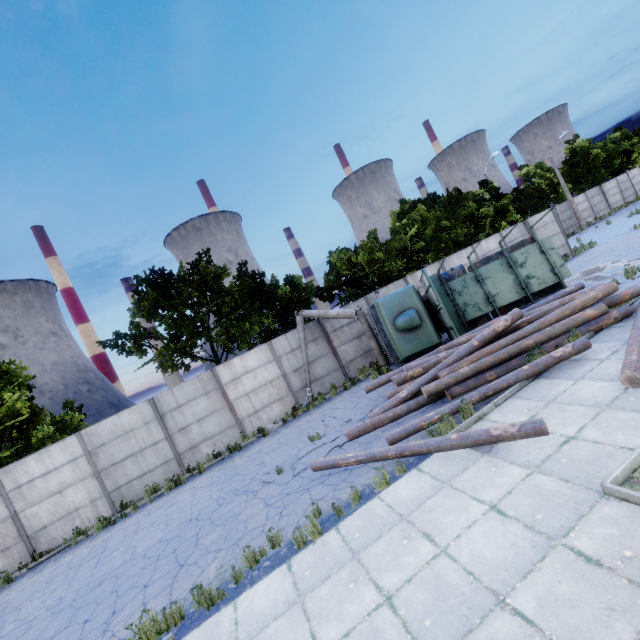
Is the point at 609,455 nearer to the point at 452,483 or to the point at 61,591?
the point at 452,483

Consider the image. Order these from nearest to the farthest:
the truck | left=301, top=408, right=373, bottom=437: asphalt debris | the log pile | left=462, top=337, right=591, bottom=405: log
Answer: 1. left=462, top=337, right=591, bottom=405: log
2. the log pile
3. left=301, top=408, right=373, bottom=437: asphalt debris
4. the truck

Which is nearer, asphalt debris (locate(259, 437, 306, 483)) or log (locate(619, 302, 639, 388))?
log (locate(619, 302, 639, 388))

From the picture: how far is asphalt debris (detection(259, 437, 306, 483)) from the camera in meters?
9.3

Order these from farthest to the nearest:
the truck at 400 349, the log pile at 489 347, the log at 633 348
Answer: the truck at 400 349, the log pile at 489 347, the log at 633 348

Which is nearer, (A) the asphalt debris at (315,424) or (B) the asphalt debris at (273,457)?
(B) the asphalt debris at (273,457)

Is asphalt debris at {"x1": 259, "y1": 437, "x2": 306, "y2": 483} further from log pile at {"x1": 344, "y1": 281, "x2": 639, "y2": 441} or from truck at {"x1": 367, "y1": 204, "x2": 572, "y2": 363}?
truck at {"x1": 367, "y1": 204, "x2": 572, "y2": 363}
